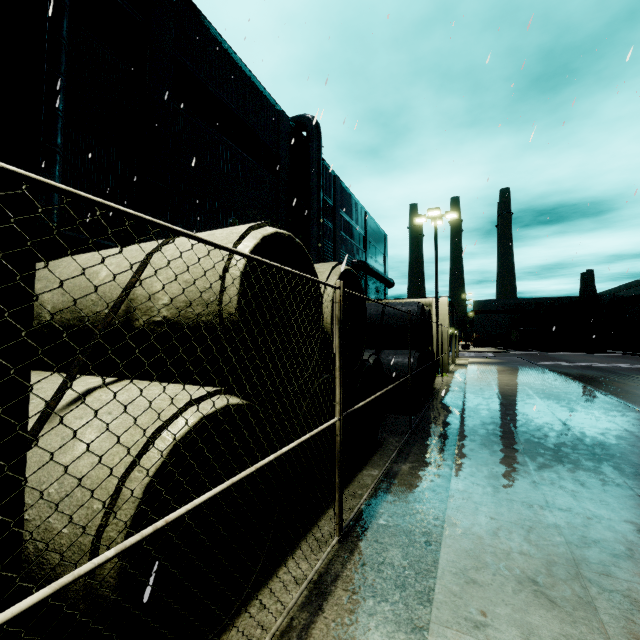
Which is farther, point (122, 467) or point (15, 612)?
point (122, 467)

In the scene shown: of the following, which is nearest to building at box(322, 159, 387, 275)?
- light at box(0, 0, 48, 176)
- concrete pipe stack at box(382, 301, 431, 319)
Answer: concrete pipe stack at box(382, 301, 431, 319)

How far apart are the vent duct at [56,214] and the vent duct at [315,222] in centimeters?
1234cm

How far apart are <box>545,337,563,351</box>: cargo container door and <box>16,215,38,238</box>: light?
63.64m

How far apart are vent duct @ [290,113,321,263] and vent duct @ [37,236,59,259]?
12.34m

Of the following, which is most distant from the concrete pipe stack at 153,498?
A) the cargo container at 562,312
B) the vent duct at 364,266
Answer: the cargo container at 562,312

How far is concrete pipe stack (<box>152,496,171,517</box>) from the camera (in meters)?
3.85

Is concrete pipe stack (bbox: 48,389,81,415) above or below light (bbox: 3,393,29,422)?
below
